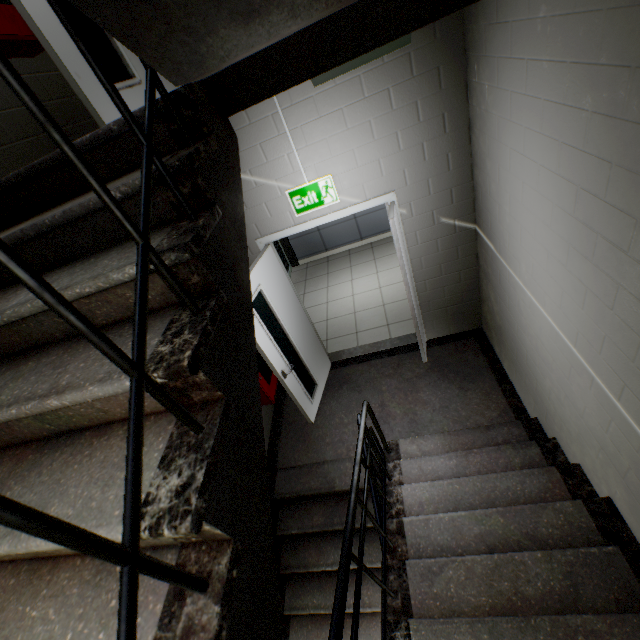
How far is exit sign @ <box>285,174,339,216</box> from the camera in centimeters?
310cm

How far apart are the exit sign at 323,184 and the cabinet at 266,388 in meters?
1.0

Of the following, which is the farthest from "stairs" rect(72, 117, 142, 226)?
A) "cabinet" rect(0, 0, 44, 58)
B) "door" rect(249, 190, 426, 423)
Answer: "cabinet" rect(0, 0, 44, 58)

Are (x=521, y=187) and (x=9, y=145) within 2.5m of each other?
no

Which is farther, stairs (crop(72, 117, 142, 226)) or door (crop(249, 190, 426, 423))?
door (crop(249, 190, 426, 423))

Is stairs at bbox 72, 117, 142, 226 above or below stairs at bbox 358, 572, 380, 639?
above

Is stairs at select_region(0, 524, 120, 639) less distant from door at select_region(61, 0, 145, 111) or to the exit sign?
door at select_region(61, 0, 145, 111)

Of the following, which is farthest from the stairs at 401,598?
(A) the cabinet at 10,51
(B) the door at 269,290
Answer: (A) the cabinet at 10,51
